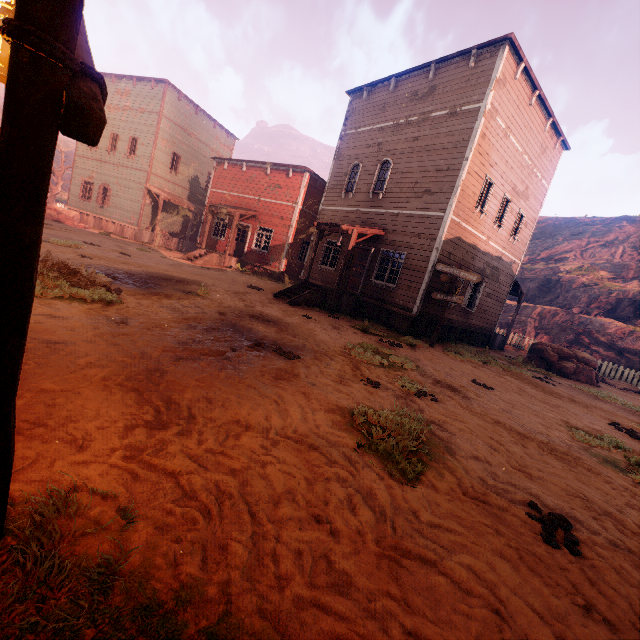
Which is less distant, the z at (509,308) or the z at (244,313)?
the z at (244,313)

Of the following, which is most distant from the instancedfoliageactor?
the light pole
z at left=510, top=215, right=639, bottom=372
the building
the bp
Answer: the bp

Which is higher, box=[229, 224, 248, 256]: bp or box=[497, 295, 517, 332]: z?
box=[497, 295, 517, 332]: z

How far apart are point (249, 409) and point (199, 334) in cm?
276

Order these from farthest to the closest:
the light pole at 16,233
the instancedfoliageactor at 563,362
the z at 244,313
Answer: the instancedfoliageactor at 563,362
the z at 244,313
the light pole at 16,233

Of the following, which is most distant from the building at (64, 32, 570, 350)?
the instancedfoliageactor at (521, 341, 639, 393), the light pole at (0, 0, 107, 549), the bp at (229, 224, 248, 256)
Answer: the instancedfoliageactor at (521, 341, 639, 393)

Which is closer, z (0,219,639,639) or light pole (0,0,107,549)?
light pole (0,0,107,549)

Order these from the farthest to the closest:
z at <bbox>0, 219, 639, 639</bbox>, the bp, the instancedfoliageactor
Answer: the bp → the instancedfoliageactor → z at <bbox>0, 219, 639, 639</bbox>
